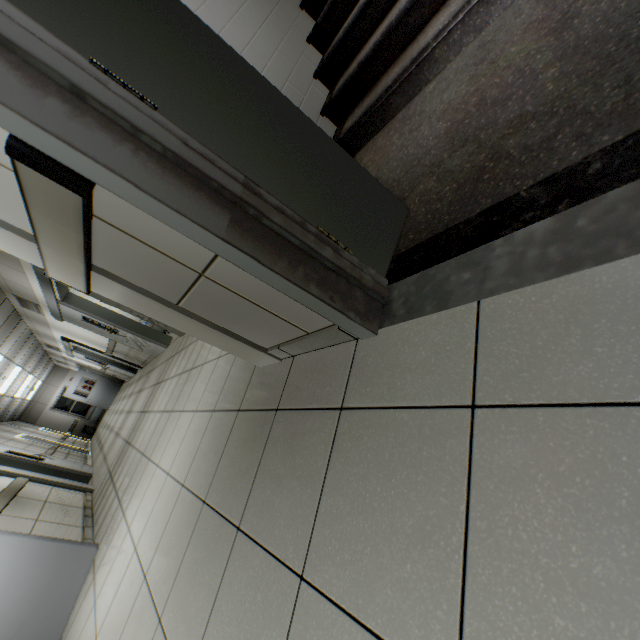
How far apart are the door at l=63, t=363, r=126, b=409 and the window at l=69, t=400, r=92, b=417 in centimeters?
259cm

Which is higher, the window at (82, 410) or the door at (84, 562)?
the window at (82, 410)

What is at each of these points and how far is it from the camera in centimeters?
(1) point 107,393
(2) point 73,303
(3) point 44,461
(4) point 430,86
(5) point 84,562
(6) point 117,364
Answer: (1) door, 1605cm
(2) doorway, 633cm
(3) doorway, 695cm
(4) stairs, 189cm
(5) door, 300cm
(6) doorway, 1160cm

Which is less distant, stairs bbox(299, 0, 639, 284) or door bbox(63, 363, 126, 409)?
stairs bbox(299, 0, 639, 284)

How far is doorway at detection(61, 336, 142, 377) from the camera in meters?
9.8

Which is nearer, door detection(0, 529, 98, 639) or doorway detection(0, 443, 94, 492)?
Result: door detection(0, 529, 98, 639)

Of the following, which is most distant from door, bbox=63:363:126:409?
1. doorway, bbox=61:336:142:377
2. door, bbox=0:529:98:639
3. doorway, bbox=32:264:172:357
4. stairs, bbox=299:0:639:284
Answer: stairs, bbox=299:0:639:284

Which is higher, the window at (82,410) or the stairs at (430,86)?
the window at (82,410)
